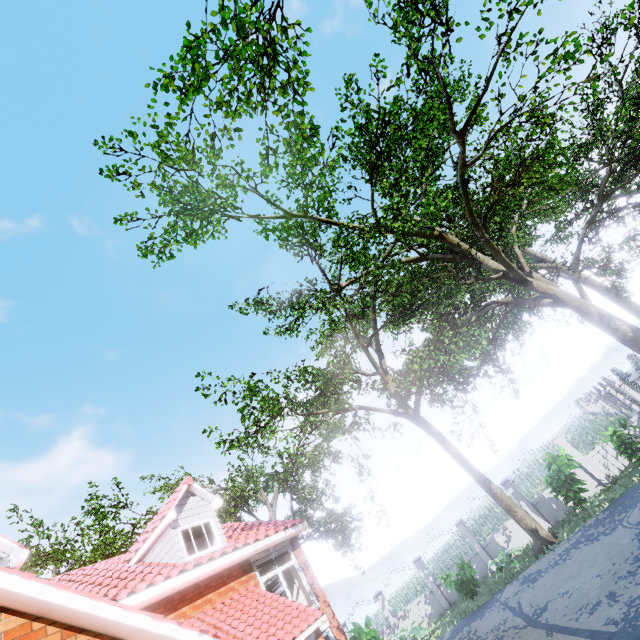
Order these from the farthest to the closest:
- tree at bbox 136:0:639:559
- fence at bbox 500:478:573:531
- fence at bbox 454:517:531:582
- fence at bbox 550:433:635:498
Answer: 1. fence at bbox 454:517:531:582
2. fence at bbox 500:478:573:531
3. fence at bbox 550:433:635:498
4. tree at bbox 136:0:639:559

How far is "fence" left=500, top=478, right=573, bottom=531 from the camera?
14.6 meters

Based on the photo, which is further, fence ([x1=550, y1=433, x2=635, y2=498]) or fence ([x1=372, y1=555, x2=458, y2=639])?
fence ([x1=372, y1=555, x2=458, y2=639])

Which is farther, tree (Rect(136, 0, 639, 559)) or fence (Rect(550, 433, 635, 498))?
fence (Rect(550, 433, 635, 498))

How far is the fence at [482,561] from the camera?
15.30m

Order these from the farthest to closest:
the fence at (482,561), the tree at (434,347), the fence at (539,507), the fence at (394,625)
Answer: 1. the fence at (394,625)
2. the fence at (482,561)
3. the fence at (539,507)
4. the tree at (434,347)

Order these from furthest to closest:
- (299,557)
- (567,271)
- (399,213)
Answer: (567,271)
(399,213)
(299,557)
